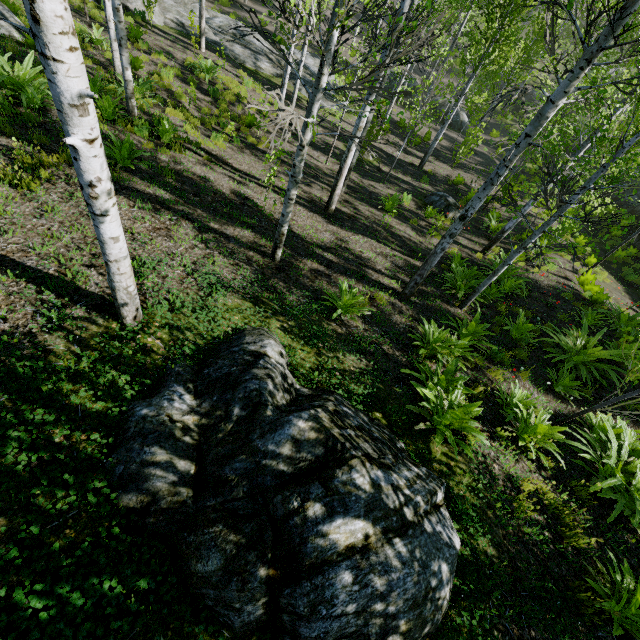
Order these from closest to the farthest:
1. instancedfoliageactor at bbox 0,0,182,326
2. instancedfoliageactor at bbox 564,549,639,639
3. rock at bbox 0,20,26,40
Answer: instancedfoliageactor at bbox 0,0,182,326, instancedfoliageactor at bbox 564,549,639,639, rock at bbox 0,20,26,40

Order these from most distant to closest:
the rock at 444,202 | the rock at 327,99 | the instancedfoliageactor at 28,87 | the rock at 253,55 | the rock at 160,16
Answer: the rock at 327,99
the rock at 253,55
the rock at 160,16
the rock at 444,202
the instancedfoliageactor at 28,87

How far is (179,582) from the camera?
2.4m

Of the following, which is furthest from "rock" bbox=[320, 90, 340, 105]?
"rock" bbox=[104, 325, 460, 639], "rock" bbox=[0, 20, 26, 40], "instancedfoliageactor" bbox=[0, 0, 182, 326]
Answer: "rock" bbox=[104, 325, 460, 639]

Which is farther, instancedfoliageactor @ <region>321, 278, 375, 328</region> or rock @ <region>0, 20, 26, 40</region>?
rock @ <region>0, 20, 26, 40</region>

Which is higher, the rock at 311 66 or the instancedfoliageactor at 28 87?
the instancedfoliageactor at 28 87

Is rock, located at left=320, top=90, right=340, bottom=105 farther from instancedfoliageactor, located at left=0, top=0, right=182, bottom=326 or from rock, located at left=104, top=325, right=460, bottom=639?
rock, located at left=104, top=325, right=460, bottom=639

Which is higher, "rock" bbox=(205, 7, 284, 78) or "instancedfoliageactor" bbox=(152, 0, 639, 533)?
"instancedfoliageactor" bbox=(152, 0, 639, 533)
